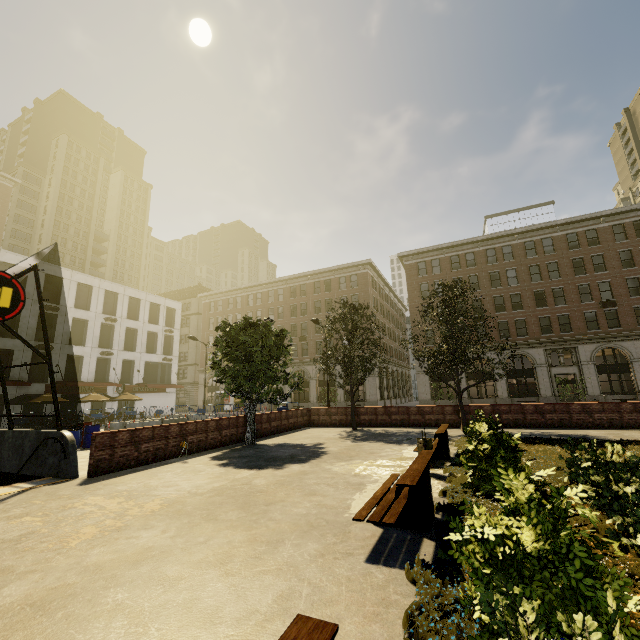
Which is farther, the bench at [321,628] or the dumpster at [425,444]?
the dumpster at [425,444]

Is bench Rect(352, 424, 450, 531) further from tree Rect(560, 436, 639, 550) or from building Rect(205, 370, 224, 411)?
building Rect(205, 370, 224, 411)

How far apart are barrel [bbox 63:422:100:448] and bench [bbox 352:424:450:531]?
15.1 meters

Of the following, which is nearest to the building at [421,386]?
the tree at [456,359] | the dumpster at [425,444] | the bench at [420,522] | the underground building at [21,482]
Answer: the tree at [456,359]

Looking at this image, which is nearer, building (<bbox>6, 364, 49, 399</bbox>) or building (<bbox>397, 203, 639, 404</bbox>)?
building (<bbox>6, 364, 49, 399</bbox>)

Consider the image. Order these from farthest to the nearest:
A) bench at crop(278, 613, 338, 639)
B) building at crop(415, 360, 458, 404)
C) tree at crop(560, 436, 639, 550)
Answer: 1. building at crop(415, 360, 458, 404)
2. tree at crop(560, 436, 639, 550)
3. bench at crop(278, 613, 338, 639)

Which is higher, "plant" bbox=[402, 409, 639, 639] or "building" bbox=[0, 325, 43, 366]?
"building" bbox=[0, 325, 43, 366]

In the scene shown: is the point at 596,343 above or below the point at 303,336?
below
